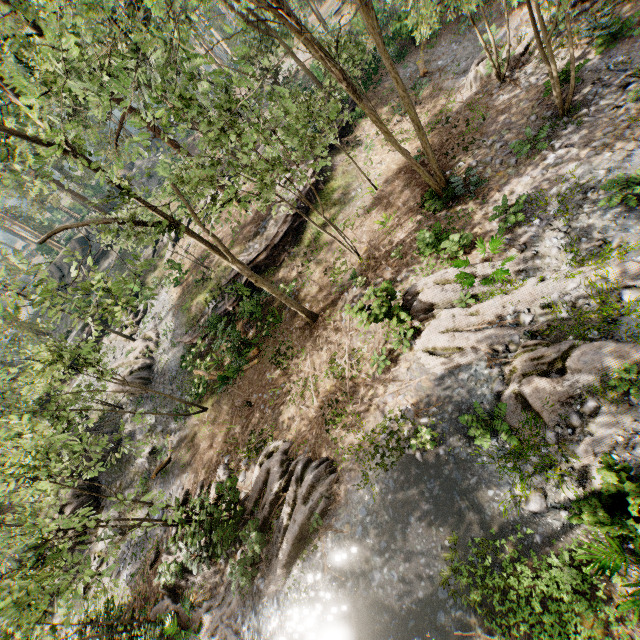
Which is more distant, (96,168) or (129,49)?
(129,49)

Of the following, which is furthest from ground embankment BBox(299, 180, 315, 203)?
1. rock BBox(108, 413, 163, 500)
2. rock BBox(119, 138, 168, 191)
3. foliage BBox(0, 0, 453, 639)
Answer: rock BBox(119, 138, 168, 191)

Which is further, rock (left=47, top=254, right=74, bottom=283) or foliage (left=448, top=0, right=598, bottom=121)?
rock (left=47, top=254, right=74, bottom=283)

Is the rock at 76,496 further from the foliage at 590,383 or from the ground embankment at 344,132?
the ground embankment at 344,132

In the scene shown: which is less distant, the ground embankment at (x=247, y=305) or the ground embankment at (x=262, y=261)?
the ground embankment at (x=247, y=305)

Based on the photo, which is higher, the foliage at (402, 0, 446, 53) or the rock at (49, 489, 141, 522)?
the foliage at (402, 0, 446, 53)
